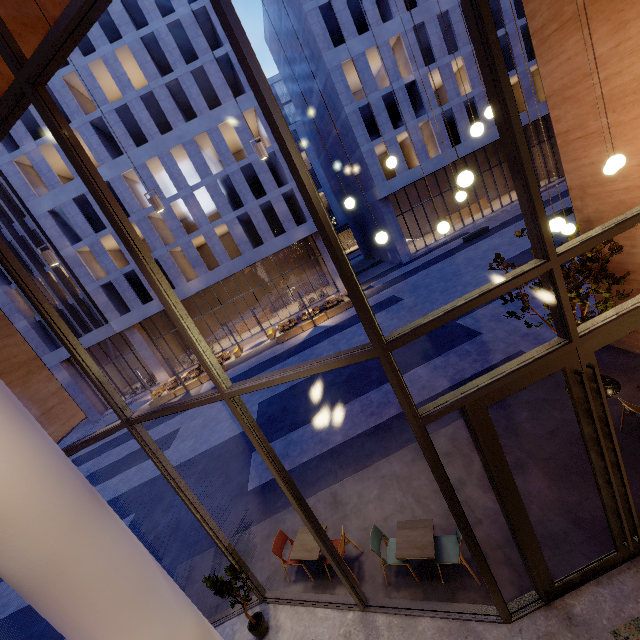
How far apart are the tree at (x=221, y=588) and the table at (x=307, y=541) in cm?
83

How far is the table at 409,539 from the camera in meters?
5.1 m

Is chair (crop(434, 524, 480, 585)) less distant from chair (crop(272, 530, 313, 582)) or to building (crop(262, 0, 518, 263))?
chair (crop(272, 530, 313, 582))

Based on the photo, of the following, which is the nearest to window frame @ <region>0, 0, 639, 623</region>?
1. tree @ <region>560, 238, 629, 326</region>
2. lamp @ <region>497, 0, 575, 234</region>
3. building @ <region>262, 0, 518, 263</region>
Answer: lamp @ <region>497, 0, 575, 234</region>

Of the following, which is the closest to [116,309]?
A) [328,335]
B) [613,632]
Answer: [328,335]

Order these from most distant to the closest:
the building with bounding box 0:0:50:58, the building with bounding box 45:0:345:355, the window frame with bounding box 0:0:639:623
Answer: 1. the building with bounding box 45:0:345:355
2. the building with bounding box 0:0:50:58
3. the window frame with bounding box 0:0:639:623

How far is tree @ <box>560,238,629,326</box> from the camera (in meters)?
5.51

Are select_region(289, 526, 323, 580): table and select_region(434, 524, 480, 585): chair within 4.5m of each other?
yes
